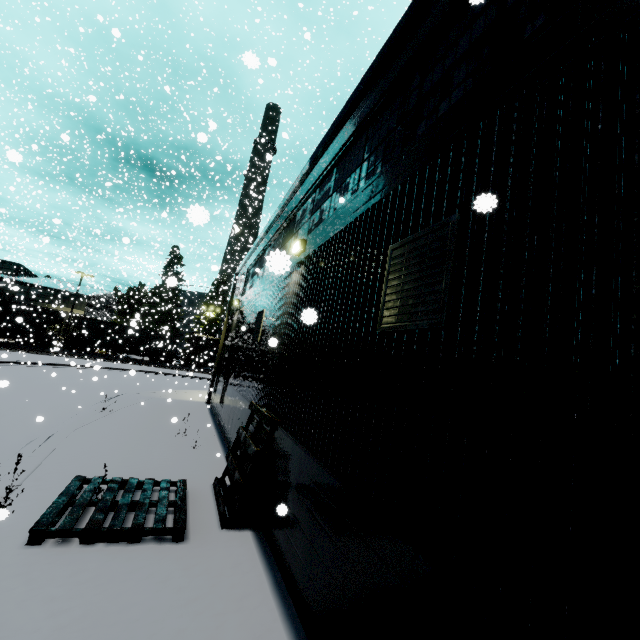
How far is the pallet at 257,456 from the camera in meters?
5.5 m

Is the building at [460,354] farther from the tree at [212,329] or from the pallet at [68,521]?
the tree at [212,329]

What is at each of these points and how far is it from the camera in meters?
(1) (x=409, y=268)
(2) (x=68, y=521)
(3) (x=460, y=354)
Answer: (1) vent, 3.2 m
(2) pallet, 4.5 m
(3) building, 2.4 m

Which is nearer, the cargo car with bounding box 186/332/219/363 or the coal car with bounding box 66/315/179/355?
the coal car with bounding box 66/315/179/355

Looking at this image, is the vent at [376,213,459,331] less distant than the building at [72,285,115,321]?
Yes

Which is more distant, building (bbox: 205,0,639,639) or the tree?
the tree

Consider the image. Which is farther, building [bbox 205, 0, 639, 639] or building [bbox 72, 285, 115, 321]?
building [bbox 72, 285, 115, 321]

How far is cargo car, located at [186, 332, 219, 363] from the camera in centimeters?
4518cm
